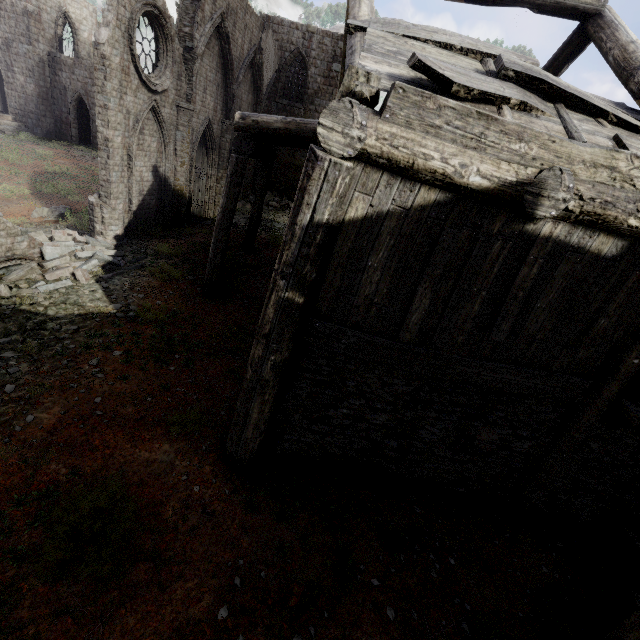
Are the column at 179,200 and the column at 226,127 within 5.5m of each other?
yes

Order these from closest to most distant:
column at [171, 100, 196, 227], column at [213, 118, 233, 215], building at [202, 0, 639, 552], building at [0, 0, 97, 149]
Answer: building at [202, 0, 639, 552] < column at [171, 100, 196, 227] < column at [213, 118, 233, 215] < building at [0, 0, 97, 149]

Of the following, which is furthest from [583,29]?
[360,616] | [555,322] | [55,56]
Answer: [55,56]

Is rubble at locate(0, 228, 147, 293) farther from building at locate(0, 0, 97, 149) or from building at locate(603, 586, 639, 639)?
building at locate(0, 0, 97, 149)

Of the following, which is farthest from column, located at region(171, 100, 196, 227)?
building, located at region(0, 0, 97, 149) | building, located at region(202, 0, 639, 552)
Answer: building, located at region(0, 0, 97, 149)

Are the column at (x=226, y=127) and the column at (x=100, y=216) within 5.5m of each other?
no

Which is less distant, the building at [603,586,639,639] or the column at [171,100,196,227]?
the building at [603,586,639,639]

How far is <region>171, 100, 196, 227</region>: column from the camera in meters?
12.5
